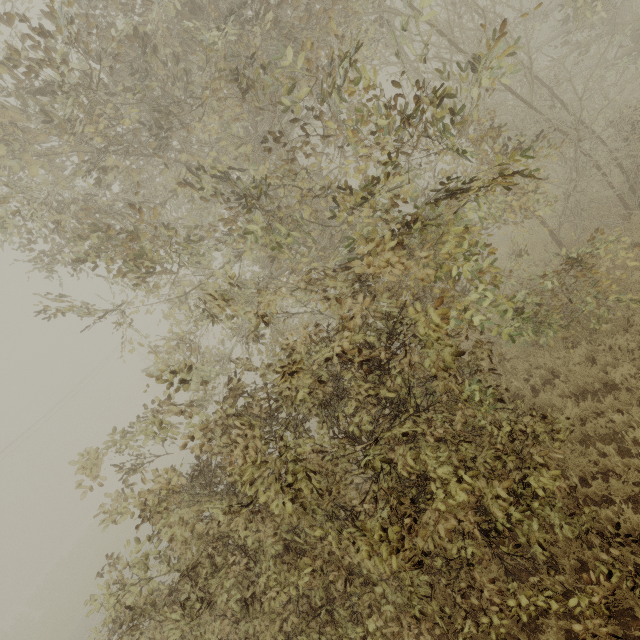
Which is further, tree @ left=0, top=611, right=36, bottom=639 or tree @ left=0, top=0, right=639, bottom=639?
tree @ left=0, top=611, right=36, bottom=639

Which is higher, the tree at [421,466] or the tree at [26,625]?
the tree at [421,466]

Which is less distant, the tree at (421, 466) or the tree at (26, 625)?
the tree at (421, 466)

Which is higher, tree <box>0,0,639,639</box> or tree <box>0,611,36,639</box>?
tree <box>0,0,639,639</box>

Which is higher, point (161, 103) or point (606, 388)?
point (161, 103)
